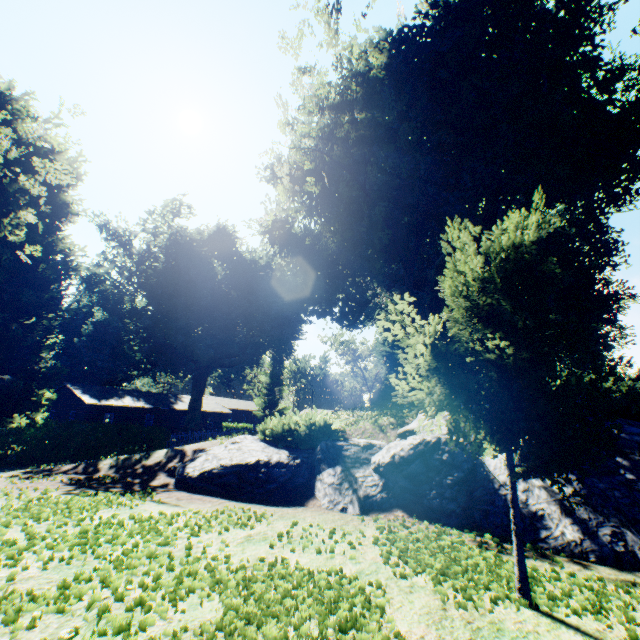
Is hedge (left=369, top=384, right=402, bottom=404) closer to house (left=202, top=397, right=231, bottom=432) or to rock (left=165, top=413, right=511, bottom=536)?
rock (left=165, top=413, right=511, bottom=536)

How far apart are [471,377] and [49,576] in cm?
566

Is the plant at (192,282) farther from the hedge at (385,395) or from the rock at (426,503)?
the rock at (426,503)

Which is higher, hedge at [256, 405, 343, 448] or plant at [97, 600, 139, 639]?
hedge at [256, 405, 343, 448]

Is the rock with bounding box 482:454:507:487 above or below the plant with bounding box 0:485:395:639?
above

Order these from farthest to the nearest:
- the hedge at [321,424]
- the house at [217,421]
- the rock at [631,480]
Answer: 1. the house at [217,421]
2. the hedge at [321,424]
3. the rock at [631,480]

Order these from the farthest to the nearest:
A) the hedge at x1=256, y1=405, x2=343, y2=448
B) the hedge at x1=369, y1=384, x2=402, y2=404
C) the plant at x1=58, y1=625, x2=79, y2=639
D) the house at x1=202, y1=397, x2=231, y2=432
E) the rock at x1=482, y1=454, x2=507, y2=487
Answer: the house at x1=202, y1=397, x2=231, y2=432 → the hedge at x1=369, y1=384, x2=402, y2=404 → the hedge at x1=256, y1=405, x2=343, y2=448 → the rock at x1=482, y1=454, x2=507, y2=487 → the plant at x1=58, y1=625, x2=79, y2=639

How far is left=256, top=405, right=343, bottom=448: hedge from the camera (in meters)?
9.52
